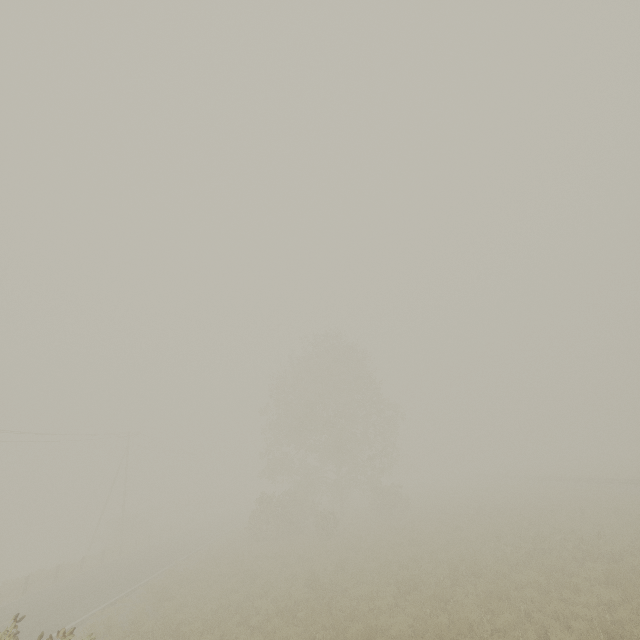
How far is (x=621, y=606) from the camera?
8.5m
